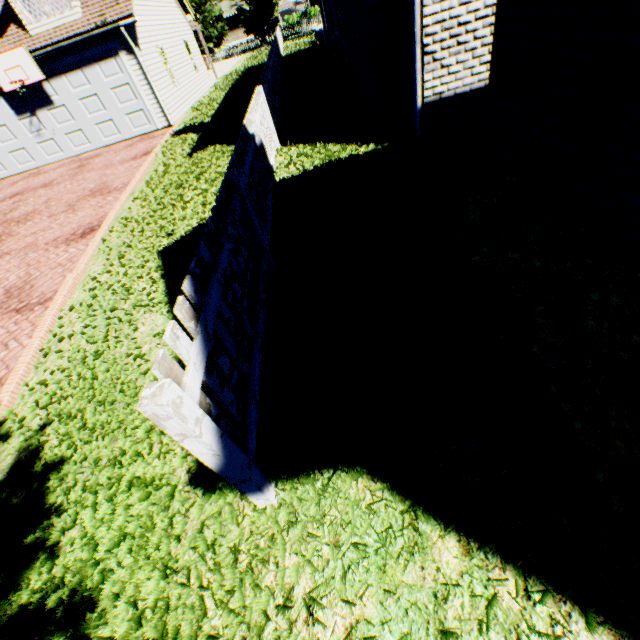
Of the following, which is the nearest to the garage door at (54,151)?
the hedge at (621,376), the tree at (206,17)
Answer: the hedge at (621,376)

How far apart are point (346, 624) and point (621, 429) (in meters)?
1.87

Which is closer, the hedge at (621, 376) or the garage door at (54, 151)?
the hedge at (621, 376)

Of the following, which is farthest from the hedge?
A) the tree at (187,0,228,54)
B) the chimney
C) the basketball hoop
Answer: the basketball hoop

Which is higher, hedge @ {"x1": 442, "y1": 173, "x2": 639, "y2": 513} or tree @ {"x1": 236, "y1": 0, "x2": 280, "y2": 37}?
tree @ {"x1": 236, "y1": 0, "x2": 280, "y2": 37}

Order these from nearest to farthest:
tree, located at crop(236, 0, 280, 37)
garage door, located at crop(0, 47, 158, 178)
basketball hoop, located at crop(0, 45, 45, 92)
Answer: basketball hoop, located at crop(0, 45, 45, 92)
garage door, located at crop(0, 47, 158, 178)
tree, located at crop(236, 0, 280, 37)

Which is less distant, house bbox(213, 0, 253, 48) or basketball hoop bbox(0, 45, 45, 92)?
basketball hoop bbox(0, 45, 45, 92)
